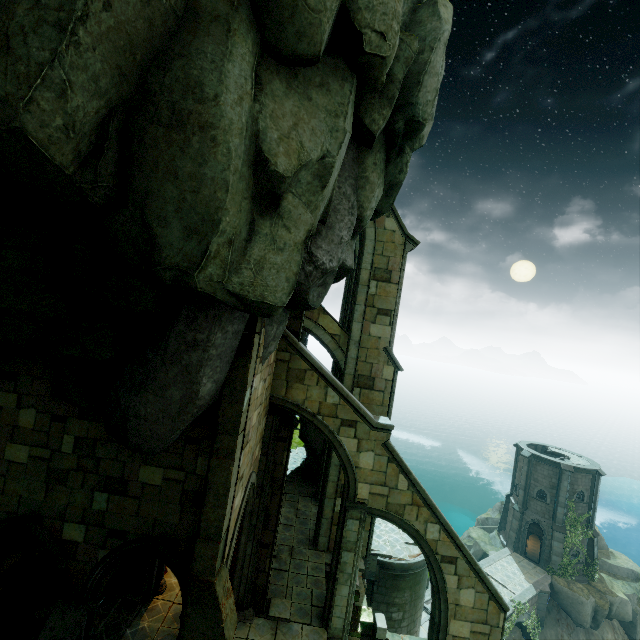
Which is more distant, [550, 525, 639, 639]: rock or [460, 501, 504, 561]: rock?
[460, 501, 504, 561]: rock

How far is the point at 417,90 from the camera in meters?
8.5

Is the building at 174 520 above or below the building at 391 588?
above

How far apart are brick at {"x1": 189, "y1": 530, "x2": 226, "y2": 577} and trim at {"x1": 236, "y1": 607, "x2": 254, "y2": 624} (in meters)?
5.41

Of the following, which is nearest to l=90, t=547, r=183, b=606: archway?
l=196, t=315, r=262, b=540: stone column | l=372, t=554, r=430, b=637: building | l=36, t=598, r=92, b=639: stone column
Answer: l=196, t=315, r=262, b=540: stone column

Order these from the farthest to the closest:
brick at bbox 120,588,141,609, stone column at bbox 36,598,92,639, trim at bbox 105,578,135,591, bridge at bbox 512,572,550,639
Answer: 1. bridge at bbox 512,572,550,639
2. trim at bbox 105,578,135,591
3. brick at bbox 120,588,141,609
4. stone column at bbox 36,598,92,639

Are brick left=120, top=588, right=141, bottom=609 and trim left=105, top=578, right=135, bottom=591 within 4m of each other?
yes

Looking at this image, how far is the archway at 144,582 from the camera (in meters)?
7.55
